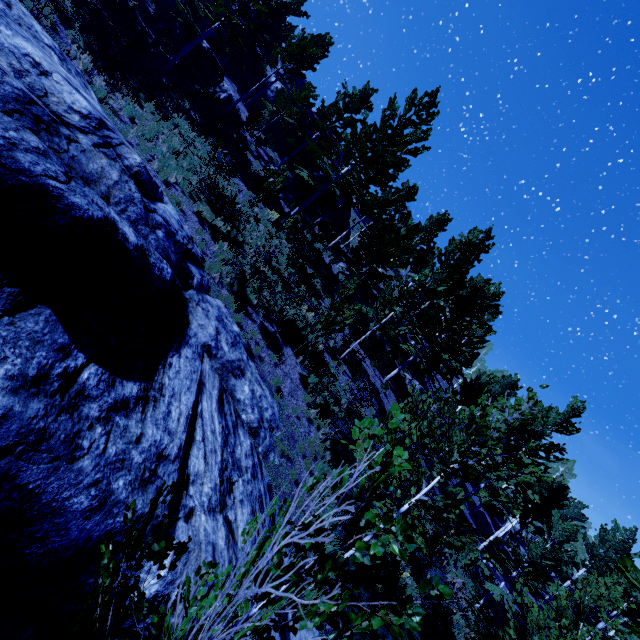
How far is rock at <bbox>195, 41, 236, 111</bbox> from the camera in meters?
21.3

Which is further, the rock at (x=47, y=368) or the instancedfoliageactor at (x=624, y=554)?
the rock at (x=47, y=368)

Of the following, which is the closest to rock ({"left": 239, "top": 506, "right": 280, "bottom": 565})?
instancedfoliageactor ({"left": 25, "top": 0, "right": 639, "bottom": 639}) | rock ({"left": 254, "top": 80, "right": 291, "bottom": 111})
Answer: instancedfoliageactor ({"left": 25, "top": 0, "right": 639, "bottom": 639})

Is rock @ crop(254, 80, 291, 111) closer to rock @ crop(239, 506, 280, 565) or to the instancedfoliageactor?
the instancedfoliageactor

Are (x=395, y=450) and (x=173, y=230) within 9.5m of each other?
yes

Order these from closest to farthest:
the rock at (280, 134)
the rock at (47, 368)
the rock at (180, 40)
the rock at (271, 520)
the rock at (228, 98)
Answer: the rock at (47, 368), the rock at (271, 520), the rock at (180, 40), the rock at (228, 98), the rock at (280, 134)

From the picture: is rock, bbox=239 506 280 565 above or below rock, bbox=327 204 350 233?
below
